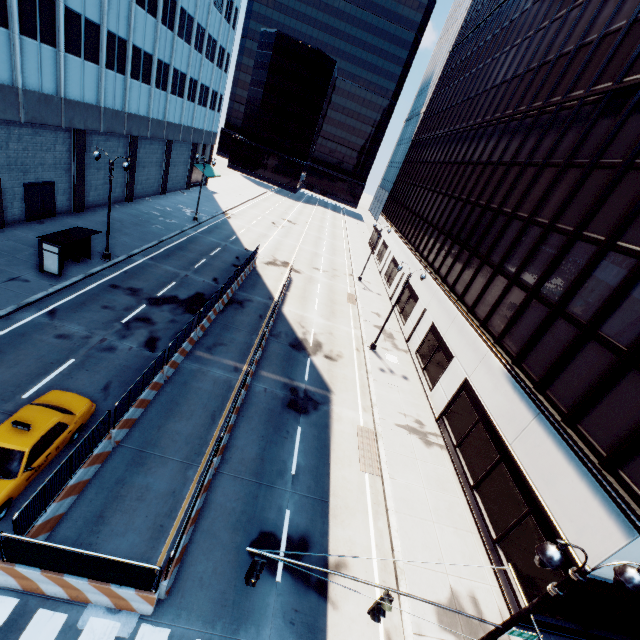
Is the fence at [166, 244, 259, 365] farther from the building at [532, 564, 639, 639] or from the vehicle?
A: the building at [532, 564, 639, 639]

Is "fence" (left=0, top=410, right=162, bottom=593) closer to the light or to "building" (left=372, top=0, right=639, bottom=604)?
the light

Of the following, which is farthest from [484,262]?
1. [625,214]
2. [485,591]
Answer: [485,591]

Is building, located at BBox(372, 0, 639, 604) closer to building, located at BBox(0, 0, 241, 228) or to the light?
the light

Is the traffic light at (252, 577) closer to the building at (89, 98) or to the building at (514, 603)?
the building at (514, 603)

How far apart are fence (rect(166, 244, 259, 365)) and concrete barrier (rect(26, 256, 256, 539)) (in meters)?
0.01

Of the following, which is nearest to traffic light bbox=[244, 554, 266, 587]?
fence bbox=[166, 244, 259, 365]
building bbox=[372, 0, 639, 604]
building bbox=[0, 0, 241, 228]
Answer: fence bbox=[166, 244, 259, 365]

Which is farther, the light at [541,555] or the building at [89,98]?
the building at [89,98]
